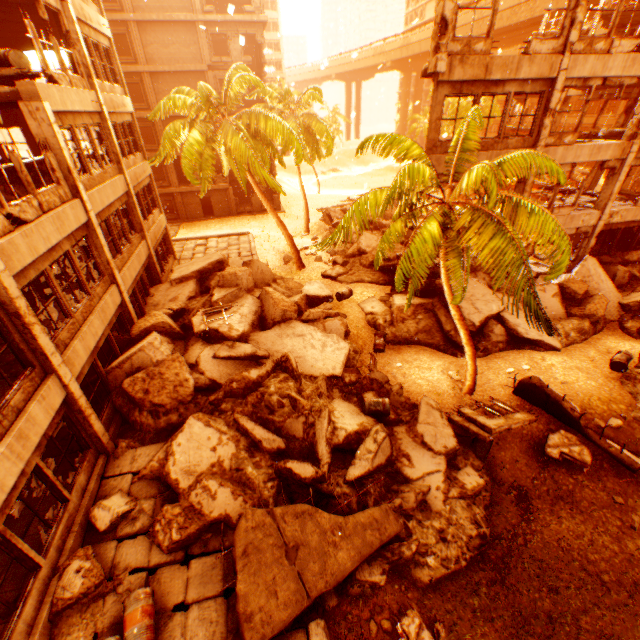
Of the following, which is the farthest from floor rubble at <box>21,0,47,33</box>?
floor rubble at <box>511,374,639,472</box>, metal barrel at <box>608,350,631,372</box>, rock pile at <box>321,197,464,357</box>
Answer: metal barrel at <box>608,350,631,372</box>

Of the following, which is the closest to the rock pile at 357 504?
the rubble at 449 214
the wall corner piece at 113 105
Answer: the rubble at 449 214

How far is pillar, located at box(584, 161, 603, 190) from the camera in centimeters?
2053cm

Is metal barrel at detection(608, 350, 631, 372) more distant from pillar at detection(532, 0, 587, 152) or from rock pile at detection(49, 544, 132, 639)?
pillar at detection(532, 0, 587, 152)

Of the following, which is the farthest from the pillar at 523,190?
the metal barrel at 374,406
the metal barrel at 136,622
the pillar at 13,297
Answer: the metal barrel at 136,622

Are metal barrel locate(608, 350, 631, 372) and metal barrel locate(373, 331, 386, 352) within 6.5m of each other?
no

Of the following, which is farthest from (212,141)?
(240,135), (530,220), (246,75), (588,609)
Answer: (588,609)

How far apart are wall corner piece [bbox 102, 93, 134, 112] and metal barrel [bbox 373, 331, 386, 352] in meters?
14.7 m
